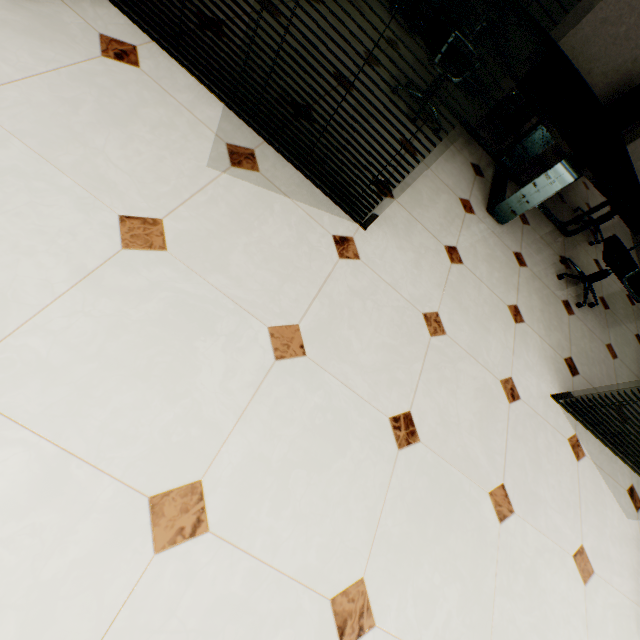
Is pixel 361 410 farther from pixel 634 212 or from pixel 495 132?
pixel 495 132

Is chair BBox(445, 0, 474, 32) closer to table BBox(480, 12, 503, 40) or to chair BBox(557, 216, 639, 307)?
table BBox(480, 12, 503, 40)

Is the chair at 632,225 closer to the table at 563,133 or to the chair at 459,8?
the table at 563,133

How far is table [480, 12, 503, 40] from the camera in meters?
2.7

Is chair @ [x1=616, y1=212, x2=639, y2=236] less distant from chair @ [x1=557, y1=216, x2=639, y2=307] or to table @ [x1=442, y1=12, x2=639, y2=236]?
table @ [x1=442, y1=12, x2=639, y2=236]

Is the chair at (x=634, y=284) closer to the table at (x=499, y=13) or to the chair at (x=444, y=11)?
the table at (x=499, y=13)

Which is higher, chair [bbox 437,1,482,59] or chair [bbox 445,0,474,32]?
chair [bbox 445,0,474,32]

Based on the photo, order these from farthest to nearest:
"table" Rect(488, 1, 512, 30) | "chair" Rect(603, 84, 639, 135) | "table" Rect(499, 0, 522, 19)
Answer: "chair" Rect(603, 84, 639, 135) < "table" Rect(499, 0, 522, 19) < "table" Rect(488, 1, 512, 30)
